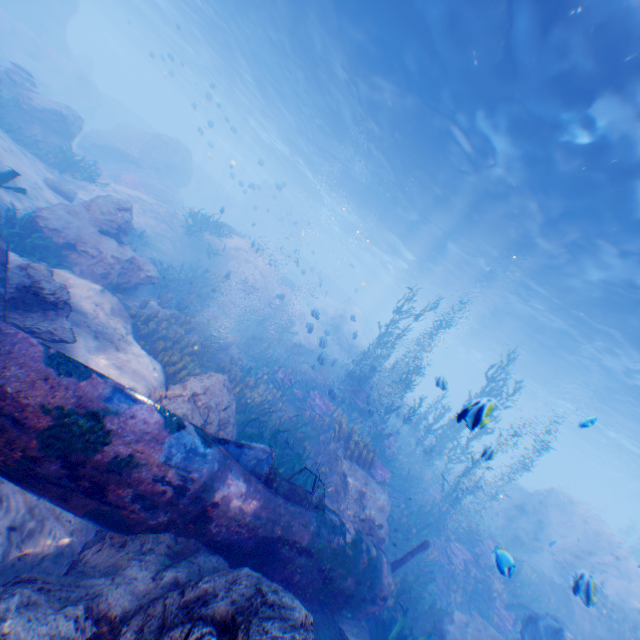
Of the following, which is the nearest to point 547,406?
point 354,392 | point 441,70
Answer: point 354,392

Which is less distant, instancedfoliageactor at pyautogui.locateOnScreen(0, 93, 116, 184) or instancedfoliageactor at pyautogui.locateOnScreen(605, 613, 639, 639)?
instancedfoliageactor at pyautogui.locateOnScreen(605, 613, 639, 639)

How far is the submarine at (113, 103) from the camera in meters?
37.6 m

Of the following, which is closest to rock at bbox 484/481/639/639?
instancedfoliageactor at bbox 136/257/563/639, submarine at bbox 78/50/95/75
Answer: instancedfoliageactor at bbox 136/257/563/639

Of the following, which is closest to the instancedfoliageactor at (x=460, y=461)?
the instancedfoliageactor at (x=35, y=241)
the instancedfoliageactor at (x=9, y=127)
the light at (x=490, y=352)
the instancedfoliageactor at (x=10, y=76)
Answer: the light at (x=490, y=352)

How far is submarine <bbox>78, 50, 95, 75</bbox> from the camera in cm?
3931

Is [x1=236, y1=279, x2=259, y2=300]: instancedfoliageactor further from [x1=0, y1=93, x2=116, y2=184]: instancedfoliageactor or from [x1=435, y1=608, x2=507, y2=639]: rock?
[x1=0, y1=93, x2=116, y2=184]: instancedfoliageactor

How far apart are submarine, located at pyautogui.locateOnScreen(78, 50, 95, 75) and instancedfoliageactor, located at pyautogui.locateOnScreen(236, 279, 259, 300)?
42.48m
